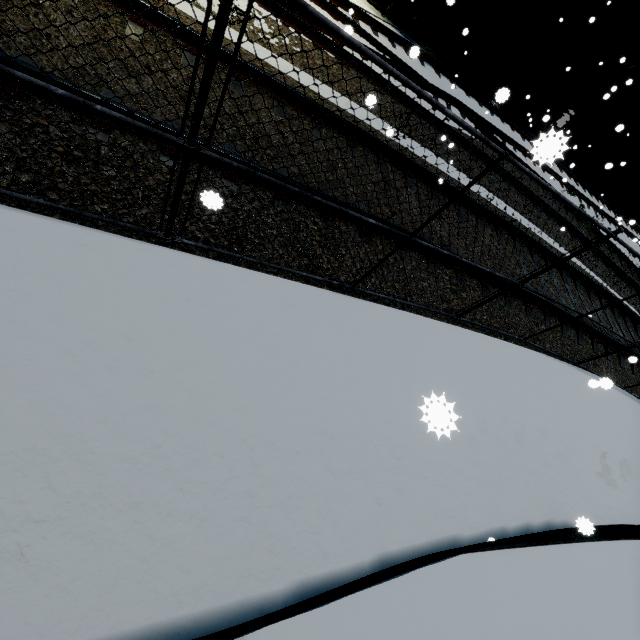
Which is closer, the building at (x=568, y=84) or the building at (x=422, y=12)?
the building at (x=422, y=12)

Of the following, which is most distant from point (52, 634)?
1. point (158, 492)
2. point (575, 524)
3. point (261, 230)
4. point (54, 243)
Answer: point (575, 524)

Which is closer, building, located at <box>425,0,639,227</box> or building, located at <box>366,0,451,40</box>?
building, located at <box>366,0,451,40</box>
